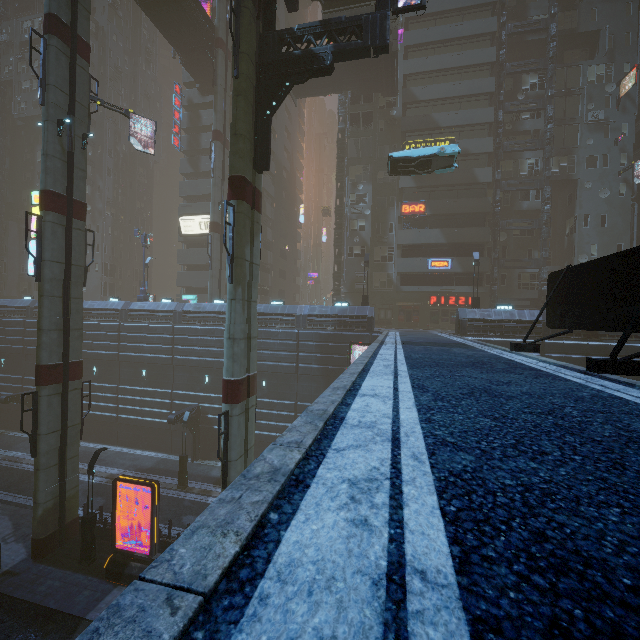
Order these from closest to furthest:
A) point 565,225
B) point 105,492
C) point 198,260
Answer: point 105,492 < point 565,225 < point 198,260

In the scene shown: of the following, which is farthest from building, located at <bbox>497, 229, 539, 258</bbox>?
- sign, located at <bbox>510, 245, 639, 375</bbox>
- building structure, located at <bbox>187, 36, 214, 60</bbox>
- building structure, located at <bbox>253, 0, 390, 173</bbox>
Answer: building structure, located at <bbox>253, 0, 390, 173</bbox>

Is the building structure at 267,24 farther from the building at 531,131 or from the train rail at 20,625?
the train rail at 20,625

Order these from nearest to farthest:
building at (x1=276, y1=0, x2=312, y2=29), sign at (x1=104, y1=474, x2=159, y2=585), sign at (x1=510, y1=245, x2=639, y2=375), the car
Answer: sign at (x1=510, y1=245, x2=639, y2=375)
sign at (x1=104, y1=474, x2=159, y2=585)
the car
building at (x1=276, y1=0, x2=312, y2=29)

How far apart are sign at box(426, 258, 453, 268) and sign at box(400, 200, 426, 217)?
4.4m

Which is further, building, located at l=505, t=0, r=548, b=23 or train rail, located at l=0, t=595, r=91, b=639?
building, located at l=505, t=0, r=548, b=23

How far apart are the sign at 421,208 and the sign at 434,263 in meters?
4.4

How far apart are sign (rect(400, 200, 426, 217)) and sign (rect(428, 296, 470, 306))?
8.5m
